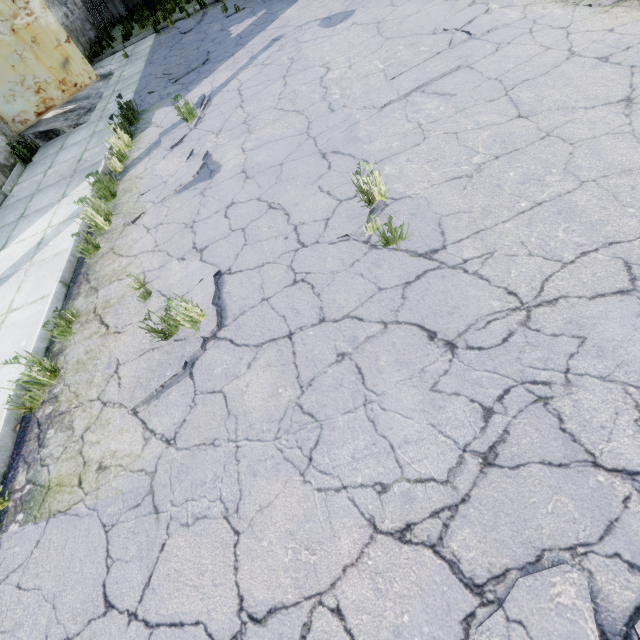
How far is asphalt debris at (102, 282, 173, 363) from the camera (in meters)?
3.32

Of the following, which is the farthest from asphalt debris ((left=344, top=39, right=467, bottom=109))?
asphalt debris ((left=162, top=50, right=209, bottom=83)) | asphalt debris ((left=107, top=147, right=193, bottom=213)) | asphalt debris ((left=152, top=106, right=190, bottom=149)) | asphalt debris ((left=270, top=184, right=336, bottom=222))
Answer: asphalt debris ((left=162, top=50, right=209, bottom=83))

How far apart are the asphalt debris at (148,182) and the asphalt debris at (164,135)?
0.5m

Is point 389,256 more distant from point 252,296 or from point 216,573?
point 216,573

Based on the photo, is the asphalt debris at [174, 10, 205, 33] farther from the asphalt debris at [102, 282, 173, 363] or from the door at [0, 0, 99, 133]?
the asphalt debris at [102, 282, 173, 363]

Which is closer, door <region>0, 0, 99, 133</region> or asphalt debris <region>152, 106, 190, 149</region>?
asphalt debris <region>152, 106, 190, 149</region>

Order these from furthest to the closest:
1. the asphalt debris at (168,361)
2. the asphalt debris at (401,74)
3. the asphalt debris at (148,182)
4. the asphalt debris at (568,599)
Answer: the asphalt debris at (148,182)
the asphalt debris at (401,74)
the asphalt debris at (168,361)
the asphalt debris at (568,599)

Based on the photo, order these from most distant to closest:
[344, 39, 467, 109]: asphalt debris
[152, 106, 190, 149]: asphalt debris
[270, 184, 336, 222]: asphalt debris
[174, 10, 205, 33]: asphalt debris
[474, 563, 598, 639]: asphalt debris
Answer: [174, 10, 205, 33]: asphalt debris, [152, 106, 190, 149]: asphalt debris, [344, 39, 467, 109]: asphalt debris, [270, 184, 336, 222]: asphalt debris, [474, 563, 598, 639]: asphalt debris
